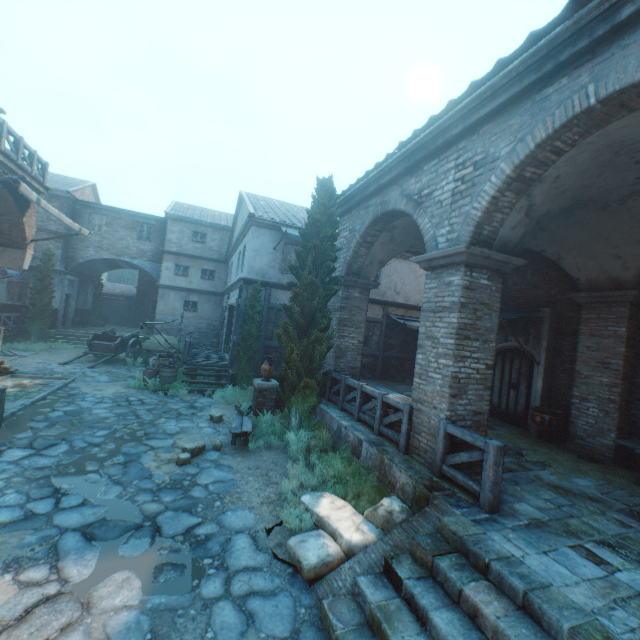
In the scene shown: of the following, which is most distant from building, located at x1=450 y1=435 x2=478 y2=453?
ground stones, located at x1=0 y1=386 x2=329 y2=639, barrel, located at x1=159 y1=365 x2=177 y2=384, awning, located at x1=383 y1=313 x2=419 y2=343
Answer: barrel, located at x1=159 y1=365 x2=177 y2=384

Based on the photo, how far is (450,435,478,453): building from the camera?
5.7m

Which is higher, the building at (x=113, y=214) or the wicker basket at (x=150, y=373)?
the building at (x=113, y=214)

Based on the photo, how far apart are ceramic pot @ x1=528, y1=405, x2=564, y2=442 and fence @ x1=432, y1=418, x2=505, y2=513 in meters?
4.6 m

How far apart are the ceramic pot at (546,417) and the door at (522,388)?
0.6m

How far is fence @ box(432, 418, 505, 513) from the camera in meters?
4.5

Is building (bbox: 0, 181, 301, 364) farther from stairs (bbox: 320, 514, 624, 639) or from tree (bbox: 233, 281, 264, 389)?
stairs (bbox: 320, 514, 624, 639)

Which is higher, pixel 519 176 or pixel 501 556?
pixel 519 176
